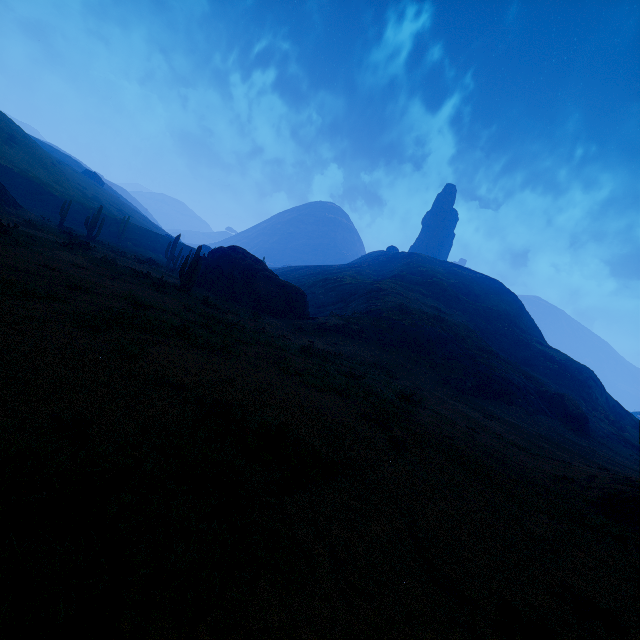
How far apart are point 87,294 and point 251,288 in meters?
18.1

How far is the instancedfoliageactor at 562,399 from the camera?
30.8 meters

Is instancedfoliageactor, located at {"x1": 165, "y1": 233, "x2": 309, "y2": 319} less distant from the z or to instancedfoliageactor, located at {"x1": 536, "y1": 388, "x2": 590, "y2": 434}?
the z

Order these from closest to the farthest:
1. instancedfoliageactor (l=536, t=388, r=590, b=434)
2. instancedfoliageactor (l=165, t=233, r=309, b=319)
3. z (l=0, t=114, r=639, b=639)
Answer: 1. z (l=0, t=114, r=639, b=639)
2. instancedfoliageactor (l=165, t=233, r=309, b=319)
3. instancedfoliageactor (l=536, t=388, r=590, b=434)

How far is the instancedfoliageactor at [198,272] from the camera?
18.85m

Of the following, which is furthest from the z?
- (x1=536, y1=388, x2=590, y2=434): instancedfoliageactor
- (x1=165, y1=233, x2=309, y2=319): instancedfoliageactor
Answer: (x1=165, y1=233, x2=309, y2=319): instancedfoliageactor

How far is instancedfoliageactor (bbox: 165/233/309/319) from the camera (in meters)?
18.85
